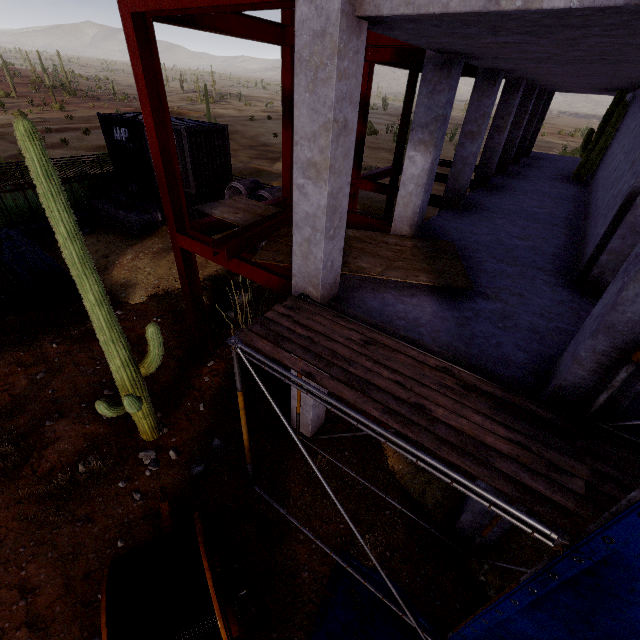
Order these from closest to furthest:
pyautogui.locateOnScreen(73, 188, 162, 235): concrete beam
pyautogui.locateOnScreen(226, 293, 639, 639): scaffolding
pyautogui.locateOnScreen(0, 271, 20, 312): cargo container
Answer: pyautogui.locateOnScreen(226, 293, 639, 639): scaffolding → pyautogui.locateOnScreen(0, 271, 20, 312): cargo container → pyautogui.locateOnScreen(73, 188, 162, 235): concrete beam

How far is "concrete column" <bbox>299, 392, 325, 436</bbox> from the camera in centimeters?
707cm

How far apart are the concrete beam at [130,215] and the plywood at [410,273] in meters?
12.7 m

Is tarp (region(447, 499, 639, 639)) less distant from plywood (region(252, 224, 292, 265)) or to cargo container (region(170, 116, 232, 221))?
plywood (region(252, 224, 292, 265))

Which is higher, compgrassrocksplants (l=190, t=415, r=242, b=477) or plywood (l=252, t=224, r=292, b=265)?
plywood (l=252, t=224, r=292, b=265)

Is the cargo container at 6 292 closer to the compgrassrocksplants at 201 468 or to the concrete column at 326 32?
the compgrassrocksplants at 201 468

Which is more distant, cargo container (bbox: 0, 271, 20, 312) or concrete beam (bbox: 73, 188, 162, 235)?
concrete beam (bbox: 73, 188, 162, 235)

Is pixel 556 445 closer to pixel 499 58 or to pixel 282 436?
pixel 282 436
